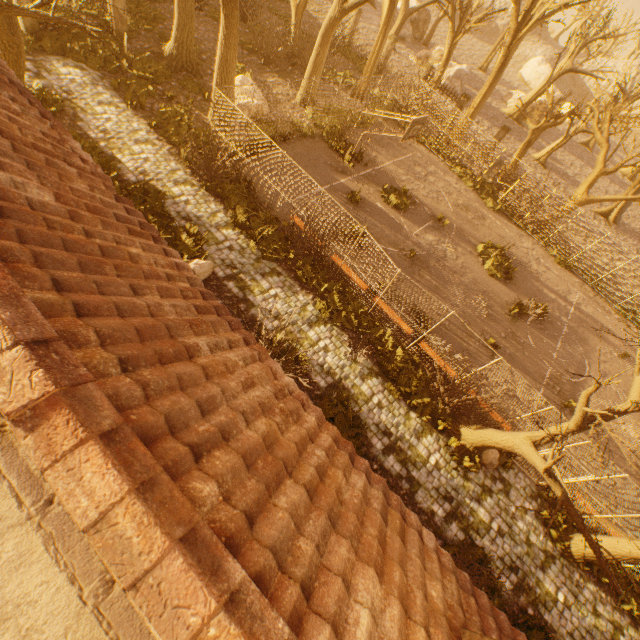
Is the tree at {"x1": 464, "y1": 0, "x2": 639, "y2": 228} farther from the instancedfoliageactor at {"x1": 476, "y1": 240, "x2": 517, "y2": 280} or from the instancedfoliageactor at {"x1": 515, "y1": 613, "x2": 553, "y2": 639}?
the instancedfoliageactor at {"x1": 476, "y1": 240, "x2": 517, "y2": 280}

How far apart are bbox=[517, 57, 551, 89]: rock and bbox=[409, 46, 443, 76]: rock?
23.82m

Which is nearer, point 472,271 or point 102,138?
point 102,138

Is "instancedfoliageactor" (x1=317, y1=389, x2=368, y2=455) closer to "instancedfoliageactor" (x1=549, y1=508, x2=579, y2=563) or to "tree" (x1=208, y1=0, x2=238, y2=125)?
"tree" (x1=208, y1=0, x2=238, y2=125)

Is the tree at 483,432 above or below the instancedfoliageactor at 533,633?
above

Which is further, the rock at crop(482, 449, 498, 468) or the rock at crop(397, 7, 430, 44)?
the rock at crop(397, 7, 430, 44)

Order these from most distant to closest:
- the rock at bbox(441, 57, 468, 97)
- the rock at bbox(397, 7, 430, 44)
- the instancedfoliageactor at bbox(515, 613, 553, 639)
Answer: the rock at bbox(397, 7, 430, 44) → the rock at bbox(441, 57, 468, 97) → the instancedfoliageactor at bbox(515, 613, 553, 639)

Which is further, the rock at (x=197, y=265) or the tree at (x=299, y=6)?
the tree at (x=299, y=6)
